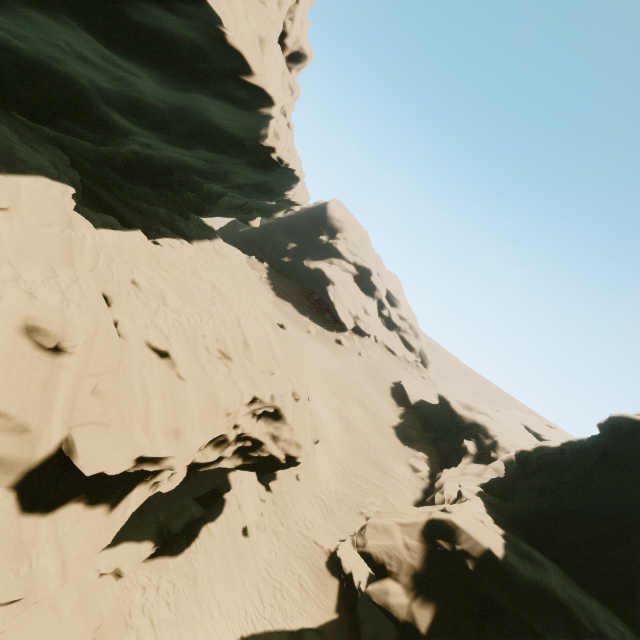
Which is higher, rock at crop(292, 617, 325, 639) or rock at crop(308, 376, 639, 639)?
rock at crop(308, 376, 639, 639)

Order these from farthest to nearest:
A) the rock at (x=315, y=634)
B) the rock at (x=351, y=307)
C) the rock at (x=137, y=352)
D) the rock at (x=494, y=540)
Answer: the rock at (x=351, y=307) → the rock at (x=315, y=634) → the rock at (x=494, y=540) → the rock at (x=137, y=352)

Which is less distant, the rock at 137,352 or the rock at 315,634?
the rock at 137,352

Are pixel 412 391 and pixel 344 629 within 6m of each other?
no

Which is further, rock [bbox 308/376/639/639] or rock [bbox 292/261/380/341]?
rock [bbox 292/261/380/341]

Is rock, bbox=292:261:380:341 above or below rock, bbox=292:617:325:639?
above

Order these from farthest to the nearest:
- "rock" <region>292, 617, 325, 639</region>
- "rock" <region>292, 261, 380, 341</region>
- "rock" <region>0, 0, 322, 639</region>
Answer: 1. "rock" <region>292, 261, 380, 341</region>
2. "rock" <region>292, 617, 325, 639</region>
3. "rock" <region>0, 0, 322, 639</region>

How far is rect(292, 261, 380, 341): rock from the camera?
52.97m
